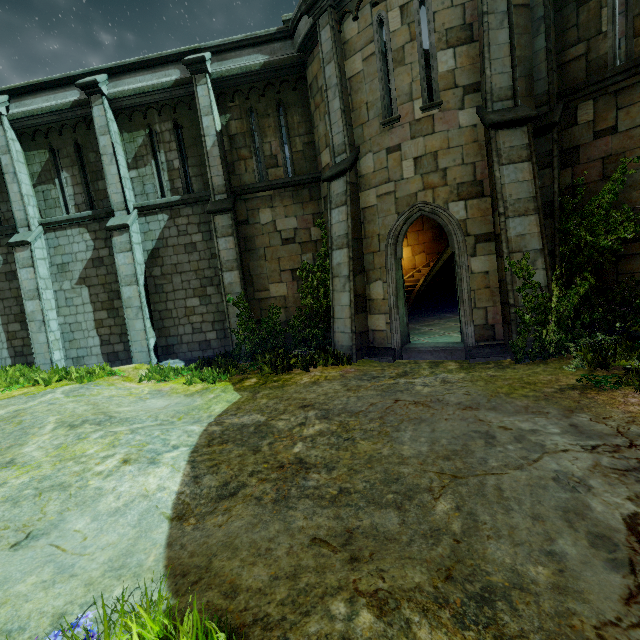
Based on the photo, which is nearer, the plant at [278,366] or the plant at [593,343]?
the plant at [593,343]

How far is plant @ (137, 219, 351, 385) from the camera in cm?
880

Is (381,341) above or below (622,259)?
below

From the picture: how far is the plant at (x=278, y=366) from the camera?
8.8m

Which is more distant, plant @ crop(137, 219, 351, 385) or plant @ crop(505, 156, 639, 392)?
plant @ crop(137, 219, 351, 385)
